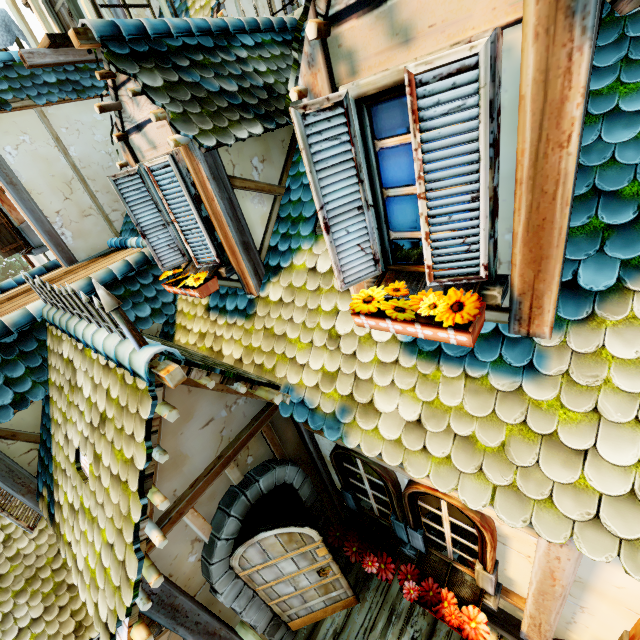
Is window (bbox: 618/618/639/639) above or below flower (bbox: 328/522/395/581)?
above

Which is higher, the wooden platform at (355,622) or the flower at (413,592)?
the flower at (413,592)

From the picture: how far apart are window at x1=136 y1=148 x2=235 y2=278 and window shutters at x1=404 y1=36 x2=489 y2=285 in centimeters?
236cm

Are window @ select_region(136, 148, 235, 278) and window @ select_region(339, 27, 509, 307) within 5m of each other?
yes

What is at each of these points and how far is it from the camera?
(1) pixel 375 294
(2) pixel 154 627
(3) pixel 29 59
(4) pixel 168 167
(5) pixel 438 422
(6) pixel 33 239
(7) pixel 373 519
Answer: (1) flower, 2.18m
(2) window, 6.68m
(3) wooden platform, 4.92m
(4) window shutters, 3.14m
(5) building, 2.26m
(6) window, 6.29m
(7) window, 4.02m

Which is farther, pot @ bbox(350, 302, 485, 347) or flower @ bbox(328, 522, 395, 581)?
flower @ bbox(328, 522, 395, 581)

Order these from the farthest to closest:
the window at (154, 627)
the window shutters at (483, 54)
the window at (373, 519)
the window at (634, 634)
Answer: the window at (154, 627) < the window at (373, 519) < the window at (634, 634) < the window shutters at (483, 54)

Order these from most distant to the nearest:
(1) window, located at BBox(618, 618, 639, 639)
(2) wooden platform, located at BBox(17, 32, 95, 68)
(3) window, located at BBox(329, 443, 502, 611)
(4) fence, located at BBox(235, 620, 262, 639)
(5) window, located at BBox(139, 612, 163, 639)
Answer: (5) window, located at BBox(139, 612, 163, 639), (2) wooden platform, located at BBox(17, 32, 95, 68), (4) fence, located at BBox(235, 620, 262, 639), (3) window, located at BBox(329, 443, 502, 611), (1) window, located at BBox(618, 618, 639, 639)
